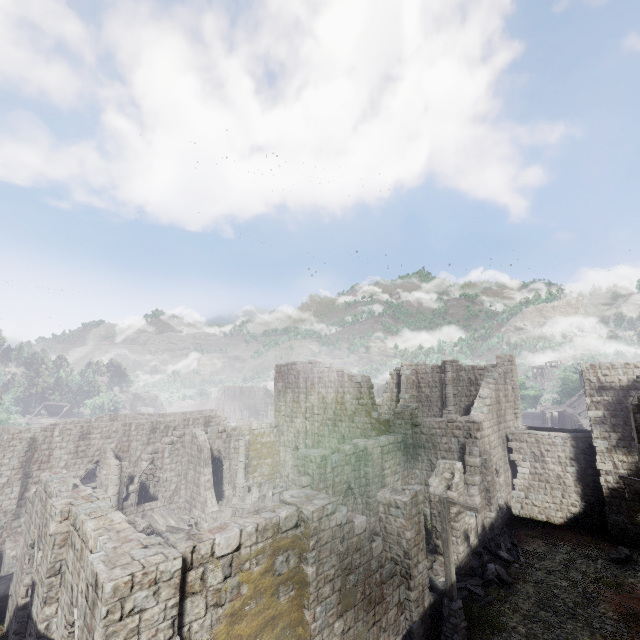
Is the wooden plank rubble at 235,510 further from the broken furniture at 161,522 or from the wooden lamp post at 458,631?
the wooden lamp post at 458,631

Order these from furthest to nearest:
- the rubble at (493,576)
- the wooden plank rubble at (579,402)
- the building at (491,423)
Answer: the wooden plank rubble at (579,402)
the rubble at (493,576)
the building at (491,423)

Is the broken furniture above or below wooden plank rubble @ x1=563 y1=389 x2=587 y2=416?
below

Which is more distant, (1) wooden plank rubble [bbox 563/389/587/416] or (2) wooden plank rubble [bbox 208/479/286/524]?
(1) wooden plank rubble [bbox 563/389/587/416]

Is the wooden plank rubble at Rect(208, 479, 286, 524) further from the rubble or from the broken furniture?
the rubble

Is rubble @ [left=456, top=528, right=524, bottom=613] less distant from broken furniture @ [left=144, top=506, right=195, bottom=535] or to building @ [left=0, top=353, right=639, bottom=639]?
building @ [left=0, top=353, right=639, bottom=639]

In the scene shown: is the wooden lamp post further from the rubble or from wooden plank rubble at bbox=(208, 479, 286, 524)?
wooden plank rubble at bbox=(208, 479, 286, 524)

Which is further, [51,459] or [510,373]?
[510,373]
